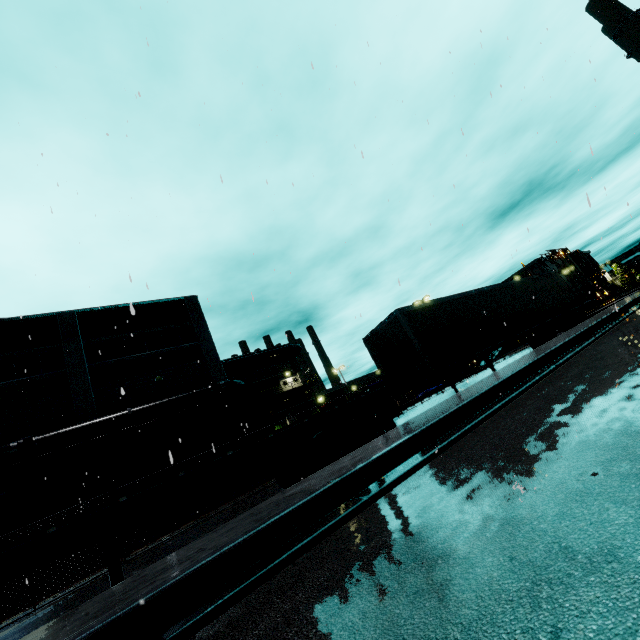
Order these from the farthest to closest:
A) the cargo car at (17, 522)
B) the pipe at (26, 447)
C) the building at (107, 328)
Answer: the building at (107, 328)
the pipe at (26, 447)
the cargo car at (17, 522)

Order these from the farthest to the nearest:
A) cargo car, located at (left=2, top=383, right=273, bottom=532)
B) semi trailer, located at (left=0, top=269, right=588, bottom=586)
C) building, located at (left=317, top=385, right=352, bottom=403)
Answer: building, located at (left=317, top=385, right=352, bottom=403), cargo car, located at (left=2, top=383, right=273, bottom=532), semi trailer, located at (left=0, top=269, right=588, bottom=586)

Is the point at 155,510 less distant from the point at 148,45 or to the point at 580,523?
the point at 580,523

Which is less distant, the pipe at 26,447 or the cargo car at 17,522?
the cargo car at 17,522

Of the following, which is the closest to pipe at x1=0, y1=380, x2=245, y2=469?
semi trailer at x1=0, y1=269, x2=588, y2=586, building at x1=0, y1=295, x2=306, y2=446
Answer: building at x1=0, y1=295, x2=306, y2=446

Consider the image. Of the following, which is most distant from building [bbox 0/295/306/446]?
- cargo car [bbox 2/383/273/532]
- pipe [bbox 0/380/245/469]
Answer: cargo car [bbox 2/383/273/532]

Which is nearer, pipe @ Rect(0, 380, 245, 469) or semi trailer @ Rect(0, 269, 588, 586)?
semi trailer @ Rect(0, 269, 588, 586)

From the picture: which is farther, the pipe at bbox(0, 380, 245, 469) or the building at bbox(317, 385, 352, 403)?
the building at bbox(317, 385, 352, 403)
